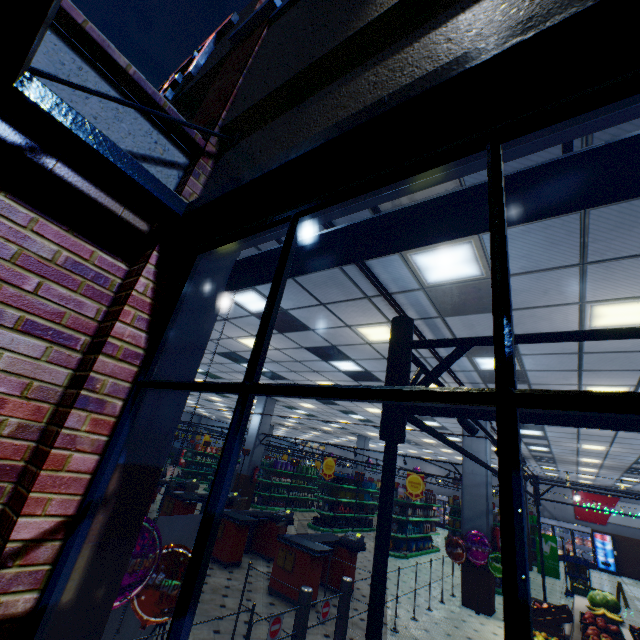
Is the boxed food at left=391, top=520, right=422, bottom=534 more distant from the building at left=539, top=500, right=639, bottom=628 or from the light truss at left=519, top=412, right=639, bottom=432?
the light truss at left=519, top=412, right=639, bottom=432

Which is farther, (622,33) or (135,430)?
(135,430)

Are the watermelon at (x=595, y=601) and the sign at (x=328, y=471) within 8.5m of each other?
yes

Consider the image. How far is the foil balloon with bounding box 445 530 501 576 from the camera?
7.9 meters

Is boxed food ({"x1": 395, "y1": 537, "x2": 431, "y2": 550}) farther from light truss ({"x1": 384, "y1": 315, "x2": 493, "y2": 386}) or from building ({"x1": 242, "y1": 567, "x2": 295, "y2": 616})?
light truss ({"x1": 384, "y1": 315, "x2": 493, "y2": 386})

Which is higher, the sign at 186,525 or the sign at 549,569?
the sign at 186,525

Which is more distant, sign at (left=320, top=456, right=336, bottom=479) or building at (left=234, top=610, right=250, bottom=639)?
sign at (left=320, top=456, right=336, bottom=479)

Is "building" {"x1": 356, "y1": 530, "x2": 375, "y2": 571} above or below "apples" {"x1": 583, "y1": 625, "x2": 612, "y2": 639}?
below
